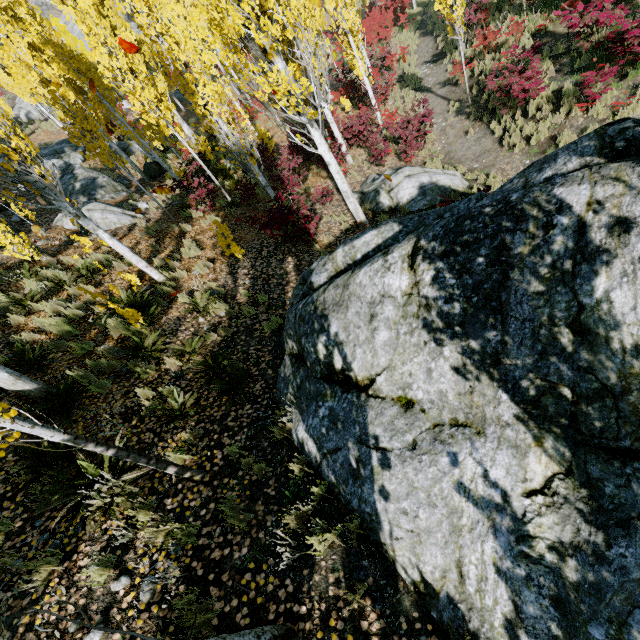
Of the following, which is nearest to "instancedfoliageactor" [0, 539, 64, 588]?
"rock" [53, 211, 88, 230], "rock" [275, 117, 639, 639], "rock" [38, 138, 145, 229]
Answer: "rock" [275, 117, 639, 639]

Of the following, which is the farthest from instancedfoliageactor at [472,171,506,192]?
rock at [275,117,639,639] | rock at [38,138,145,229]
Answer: rock at [38,138,145,229]

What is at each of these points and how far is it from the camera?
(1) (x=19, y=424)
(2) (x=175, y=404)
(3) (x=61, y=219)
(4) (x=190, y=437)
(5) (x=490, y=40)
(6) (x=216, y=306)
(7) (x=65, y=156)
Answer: (1) instancedfoliageactor, 2.9 meters
(2) instancedfoliageactor, 5.2 meters
(3) rock, 12.6 meters
(4) instancedfoliageactor, 4.8 meters
(5) instancedfoliageactor, 13.6 meters
(6) instancedfoliageactor, 7.8 meters
(7) rock, 21.5 meters

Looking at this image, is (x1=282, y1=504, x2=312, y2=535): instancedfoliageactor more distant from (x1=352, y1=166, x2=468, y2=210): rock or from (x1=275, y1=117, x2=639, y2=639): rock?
(x1=352, y1=166, x2=468, y2=210): rock

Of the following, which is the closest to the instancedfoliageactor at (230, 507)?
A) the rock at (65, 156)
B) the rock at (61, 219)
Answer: the rock at (65, 156)

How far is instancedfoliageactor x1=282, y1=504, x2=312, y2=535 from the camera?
3.6 meters

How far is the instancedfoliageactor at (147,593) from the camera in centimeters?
327cm

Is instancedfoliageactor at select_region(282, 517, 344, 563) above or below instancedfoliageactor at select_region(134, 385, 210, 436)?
below
